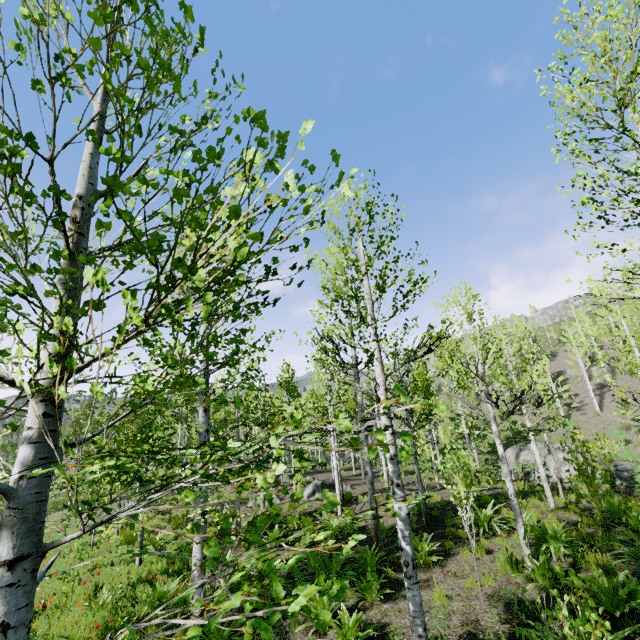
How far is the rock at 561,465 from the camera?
20.2 meters

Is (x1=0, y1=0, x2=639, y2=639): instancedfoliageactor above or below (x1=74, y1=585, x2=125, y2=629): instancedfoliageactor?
above

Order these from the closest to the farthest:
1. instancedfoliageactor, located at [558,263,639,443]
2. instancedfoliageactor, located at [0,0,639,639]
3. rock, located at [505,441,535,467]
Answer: instancedfoliageactor, located at [0,0,639,639], instancedfoliageactor, located at [558,263,639,443], rock, located at [505,441,535,467]

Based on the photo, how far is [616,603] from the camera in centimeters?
555cm

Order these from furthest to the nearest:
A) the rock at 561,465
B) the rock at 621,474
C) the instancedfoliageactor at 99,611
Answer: the rock at 561,465, the rock at 621,474, the instancedfoliageactor at 99,611

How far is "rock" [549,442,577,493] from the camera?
20.2m

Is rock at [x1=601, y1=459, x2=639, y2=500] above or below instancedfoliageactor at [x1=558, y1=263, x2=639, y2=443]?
below

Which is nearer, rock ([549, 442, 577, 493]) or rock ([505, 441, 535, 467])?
rock ([549, 442, 577, 493])
